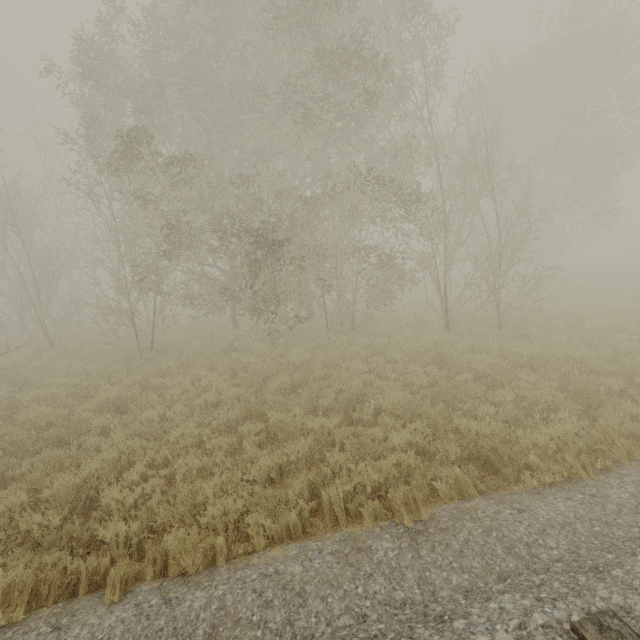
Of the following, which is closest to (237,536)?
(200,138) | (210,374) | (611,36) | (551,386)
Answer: (210,374)
